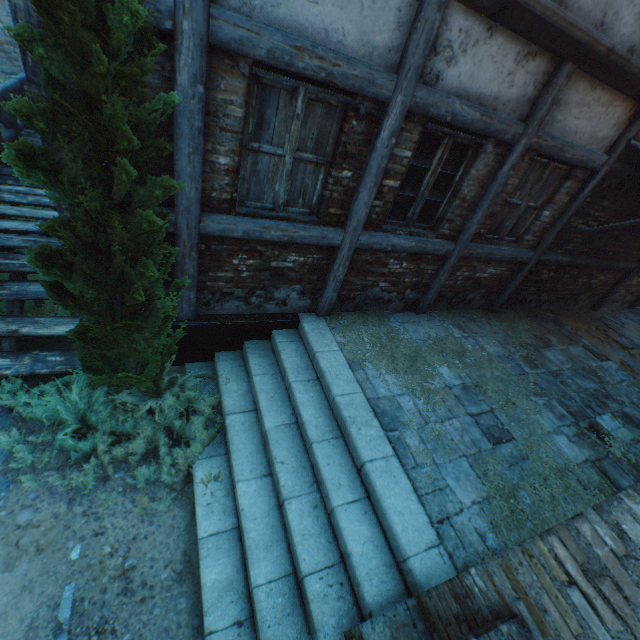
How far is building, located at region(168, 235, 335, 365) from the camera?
3.9 meters

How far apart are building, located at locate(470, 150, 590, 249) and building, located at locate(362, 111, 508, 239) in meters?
0.3 m

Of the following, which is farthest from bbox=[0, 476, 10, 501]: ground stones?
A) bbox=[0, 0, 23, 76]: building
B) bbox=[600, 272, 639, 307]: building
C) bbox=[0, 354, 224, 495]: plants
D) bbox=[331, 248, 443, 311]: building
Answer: bbox=[600, 272, 639, 307]: building

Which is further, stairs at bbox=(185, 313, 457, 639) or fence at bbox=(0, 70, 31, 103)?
fence at bbox=(0, 70, 31, 103)

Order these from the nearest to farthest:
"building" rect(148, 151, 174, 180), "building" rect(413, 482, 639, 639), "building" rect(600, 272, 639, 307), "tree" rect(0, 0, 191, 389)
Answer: "building" rect(413, 482, 639, 639) < "tree" rect(0, 0, 191, 389) < "building" rect(148, 151, 174, 180) < "building" rect(600, 272, 639, 307)

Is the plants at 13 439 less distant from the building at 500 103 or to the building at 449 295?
the building at 500 103

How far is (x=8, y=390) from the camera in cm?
381

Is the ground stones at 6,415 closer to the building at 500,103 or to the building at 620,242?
the building at 500,103
